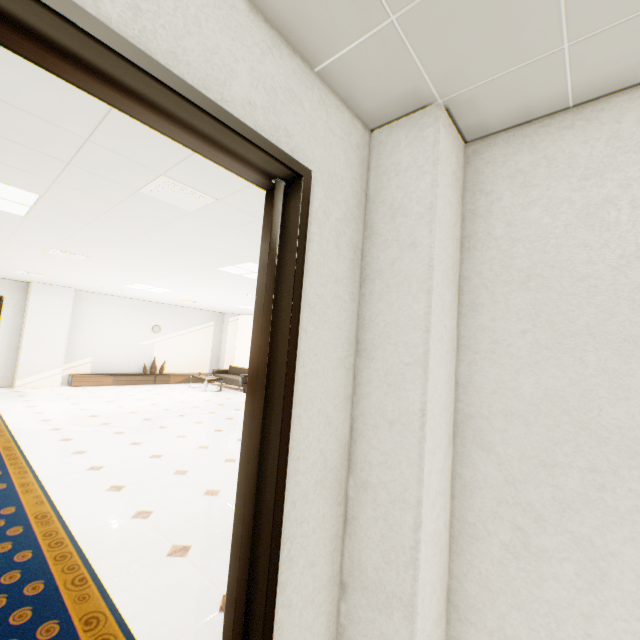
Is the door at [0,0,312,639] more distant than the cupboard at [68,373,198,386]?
No

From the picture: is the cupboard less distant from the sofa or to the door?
the sofa

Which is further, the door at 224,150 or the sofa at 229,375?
the sofa at 229,375

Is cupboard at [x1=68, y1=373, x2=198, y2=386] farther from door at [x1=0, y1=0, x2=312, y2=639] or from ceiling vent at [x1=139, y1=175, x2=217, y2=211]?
door at [x1=0, y1=0, x2=312, y2=639]

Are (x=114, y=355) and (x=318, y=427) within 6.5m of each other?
no

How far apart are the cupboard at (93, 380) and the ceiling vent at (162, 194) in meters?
9.5

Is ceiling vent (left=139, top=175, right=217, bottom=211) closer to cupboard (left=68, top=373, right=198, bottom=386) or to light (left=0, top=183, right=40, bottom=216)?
light (left=0, top=183, right=40, bottom=216)

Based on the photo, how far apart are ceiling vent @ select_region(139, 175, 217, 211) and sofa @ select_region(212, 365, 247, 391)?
8.98m
